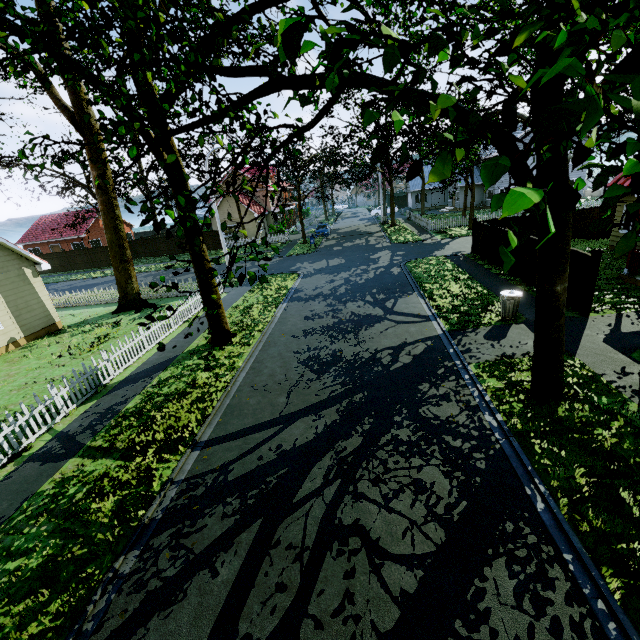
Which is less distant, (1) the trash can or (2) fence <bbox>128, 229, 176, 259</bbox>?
(1) the trash can

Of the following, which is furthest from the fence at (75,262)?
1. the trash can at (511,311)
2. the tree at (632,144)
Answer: the trash can at (511,311)

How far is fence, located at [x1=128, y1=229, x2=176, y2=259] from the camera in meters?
39.5 m

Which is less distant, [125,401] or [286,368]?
[125,401]

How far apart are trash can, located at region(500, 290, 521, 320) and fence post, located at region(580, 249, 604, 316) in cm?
184

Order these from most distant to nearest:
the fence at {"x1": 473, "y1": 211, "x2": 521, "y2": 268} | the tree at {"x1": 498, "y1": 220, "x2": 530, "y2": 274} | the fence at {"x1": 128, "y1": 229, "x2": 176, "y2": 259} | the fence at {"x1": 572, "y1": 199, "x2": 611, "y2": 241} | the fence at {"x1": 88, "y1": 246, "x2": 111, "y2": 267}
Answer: the fence at {"x1": 128, "y1": 229, "x2": 176, "y2": 259}
the fence at {"x1": 88, "y1": 246, "x2": 111, "y2": 267}
the fence at {"x1": 572, "y1": 199, "x2": 611, "y2": 241}
the fence at {"x1": 473, "y1": 211, "x2": 521, "y2": 268}
the tree at {"x1": 498, "y1": 220, "x2": 530, "y2": 274}

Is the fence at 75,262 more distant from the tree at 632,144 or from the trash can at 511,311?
the trash can at 511,311
